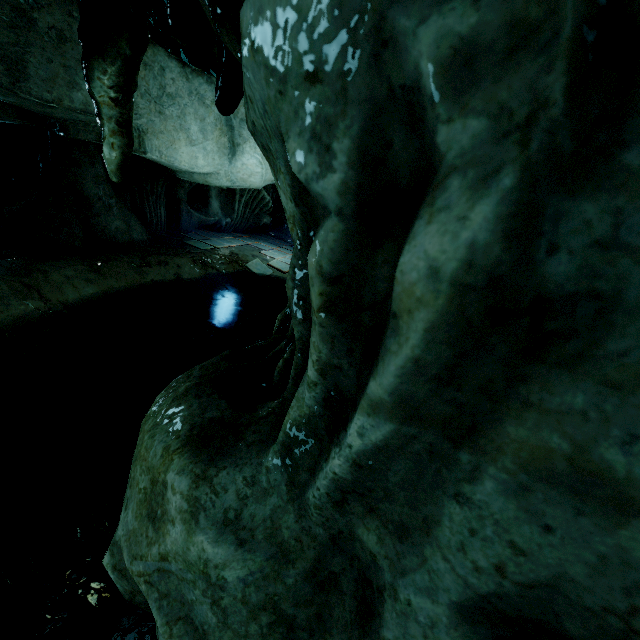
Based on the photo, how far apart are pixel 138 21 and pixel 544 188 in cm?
216
